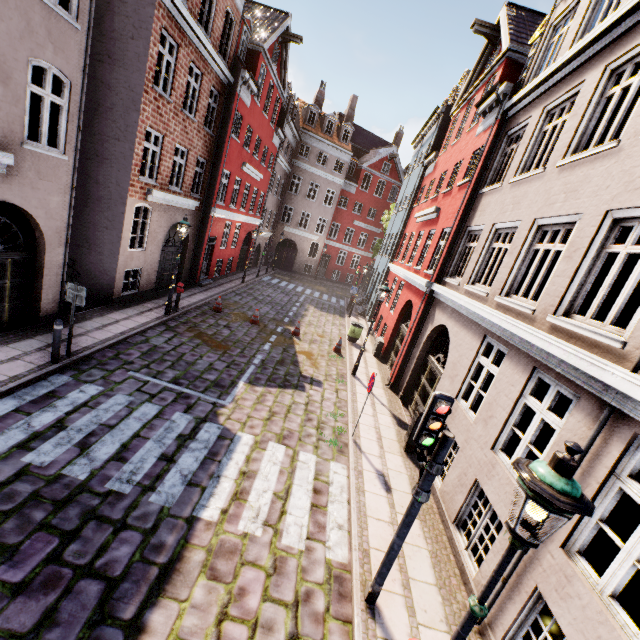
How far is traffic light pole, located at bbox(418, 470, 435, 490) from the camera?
4.2 meters

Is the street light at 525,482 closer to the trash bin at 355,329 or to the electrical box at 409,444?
the electrical box at 409,444

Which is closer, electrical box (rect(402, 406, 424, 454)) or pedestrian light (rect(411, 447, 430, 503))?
pedestrian light (rect(411, 447, 430, 503))

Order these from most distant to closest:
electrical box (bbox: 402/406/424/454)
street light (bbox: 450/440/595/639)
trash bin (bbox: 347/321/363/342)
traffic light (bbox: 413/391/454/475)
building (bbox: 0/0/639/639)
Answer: trash bin (bbox: 347/321/363/342) < electrical box (bbox: 402/406/424/454) < building (bbox: 0/0/639/639) < traffic light (bbox: 413/391/454/475) < street light (bbox: 450/440/595/639)

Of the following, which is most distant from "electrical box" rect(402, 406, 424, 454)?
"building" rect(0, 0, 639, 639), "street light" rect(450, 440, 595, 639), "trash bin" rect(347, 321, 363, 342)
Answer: "trash bin" rect(347, 321, 363, 342)

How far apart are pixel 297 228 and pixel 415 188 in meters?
15.8

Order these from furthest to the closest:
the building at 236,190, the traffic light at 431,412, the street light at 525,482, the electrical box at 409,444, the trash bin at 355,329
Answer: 1. the trash bin at 355,329
2. the electrical box at 409,444
3. the building at 236,190
4. the traffic light at 431,412
5. the street light at 525,482

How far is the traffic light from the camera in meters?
3.9 m
